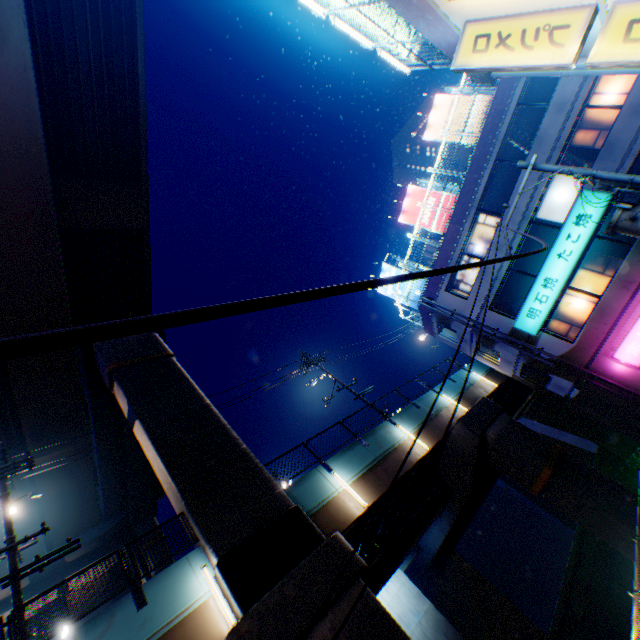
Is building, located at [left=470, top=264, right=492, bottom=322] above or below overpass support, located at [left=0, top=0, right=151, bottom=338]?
below

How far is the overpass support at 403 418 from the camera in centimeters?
1725cm

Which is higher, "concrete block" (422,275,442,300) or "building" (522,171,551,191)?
"concrete block" (422,275,442,300)

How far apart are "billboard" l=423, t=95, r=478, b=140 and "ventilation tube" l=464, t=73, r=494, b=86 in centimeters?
1236cm

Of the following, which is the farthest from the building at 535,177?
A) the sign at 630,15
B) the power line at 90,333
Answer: the sign at 630,15

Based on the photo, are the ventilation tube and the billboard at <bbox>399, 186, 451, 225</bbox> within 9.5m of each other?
no

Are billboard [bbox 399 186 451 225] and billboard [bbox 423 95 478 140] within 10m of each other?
yes

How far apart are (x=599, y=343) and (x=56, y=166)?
27.5m
